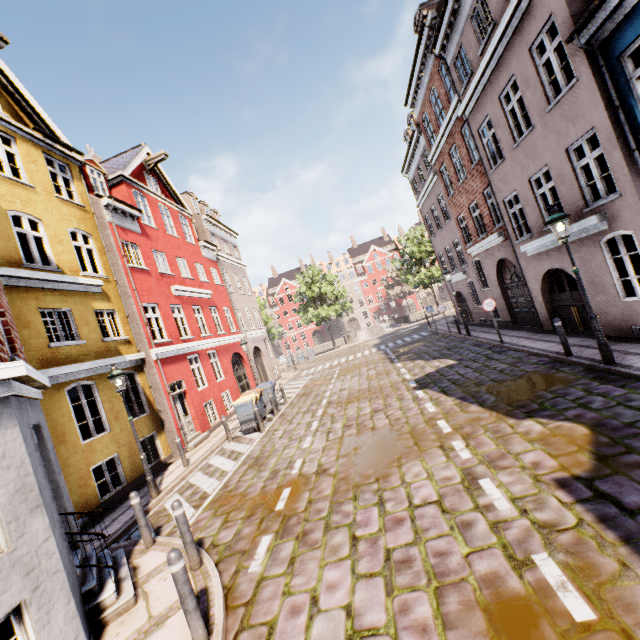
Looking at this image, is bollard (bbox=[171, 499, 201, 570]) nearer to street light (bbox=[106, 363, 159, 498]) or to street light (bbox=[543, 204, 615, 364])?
street light (bbox=[106, 363, 159, 498])

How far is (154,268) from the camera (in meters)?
15.27

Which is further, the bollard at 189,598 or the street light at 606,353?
the street light at 606,353

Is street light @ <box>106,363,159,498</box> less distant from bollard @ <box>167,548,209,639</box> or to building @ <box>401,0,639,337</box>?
building @ <box>401,0,639,337</box>

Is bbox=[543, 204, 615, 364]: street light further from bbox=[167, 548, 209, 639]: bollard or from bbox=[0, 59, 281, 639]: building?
bbox=[167, 548, 209, 639]: bollard

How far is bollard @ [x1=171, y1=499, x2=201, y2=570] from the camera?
5.1m

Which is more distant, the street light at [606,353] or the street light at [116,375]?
the street light at [116,375]

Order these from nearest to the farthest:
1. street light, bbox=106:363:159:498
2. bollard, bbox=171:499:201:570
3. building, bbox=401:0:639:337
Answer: bollard, bbox=171:499:201:570, building, bbox=401:0:639:337, street light, bbox=106:363:159:498
